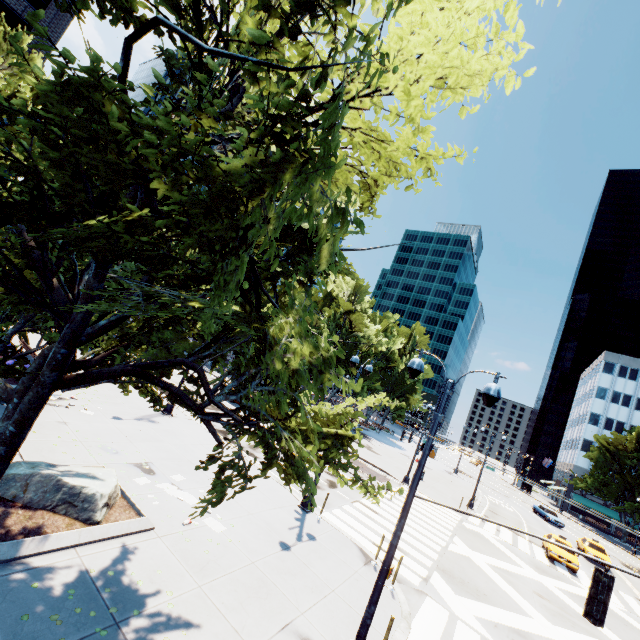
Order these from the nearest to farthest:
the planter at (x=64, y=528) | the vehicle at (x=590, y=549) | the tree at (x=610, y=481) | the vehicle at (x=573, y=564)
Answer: the planter at (x=64, y=528) < the vehicle at (x=573, y=564) < the vehicle at (x=590, y=549) < the tree at (x=610, y=481)

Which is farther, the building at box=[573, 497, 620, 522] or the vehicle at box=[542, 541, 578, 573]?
the building at box=[573, 497, 620, 522]

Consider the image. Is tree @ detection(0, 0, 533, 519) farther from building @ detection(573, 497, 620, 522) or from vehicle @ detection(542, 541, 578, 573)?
vehicle @ detection(542, 541, 578, 573)

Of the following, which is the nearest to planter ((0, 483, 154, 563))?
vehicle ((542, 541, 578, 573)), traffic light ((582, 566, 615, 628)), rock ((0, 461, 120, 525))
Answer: rock ((0, 461, 120, 525))

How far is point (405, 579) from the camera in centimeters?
1230cm

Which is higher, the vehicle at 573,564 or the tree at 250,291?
the tree at 250,291

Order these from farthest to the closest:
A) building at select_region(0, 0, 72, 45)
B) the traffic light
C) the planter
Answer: building at select_region(0, 0, 72, 45) → the planter → the traffic light

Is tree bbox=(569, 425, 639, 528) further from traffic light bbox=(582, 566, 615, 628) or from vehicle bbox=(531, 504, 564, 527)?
vehicle bbox=(531, 504, 564, 527)
